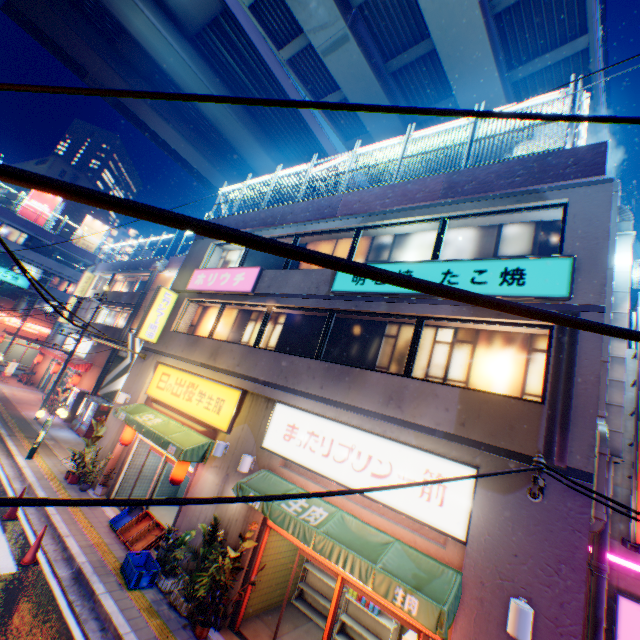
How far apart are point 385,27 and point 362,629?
24.8m

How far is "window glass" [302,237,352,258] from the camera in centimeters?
1116cm

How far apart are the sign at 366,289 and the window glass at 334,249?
0.60m

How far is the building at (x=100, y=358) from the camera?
22.6 meters

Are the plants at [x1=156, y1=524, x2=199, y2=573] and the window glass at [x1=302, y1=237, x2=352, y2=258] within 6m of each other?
no

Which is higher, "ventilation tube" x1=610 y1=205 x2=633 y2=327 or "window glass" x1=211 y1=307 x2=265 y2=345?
"ventilation tube" x1=610 y1=205 x2=633 y2=327

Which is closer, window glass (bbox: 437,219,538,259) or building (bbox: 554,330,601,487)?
building (bbox: 554,330,601,487)

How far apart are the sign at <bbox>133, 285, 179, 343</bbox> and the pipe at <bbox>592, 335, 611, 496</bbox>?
15.0 meters
